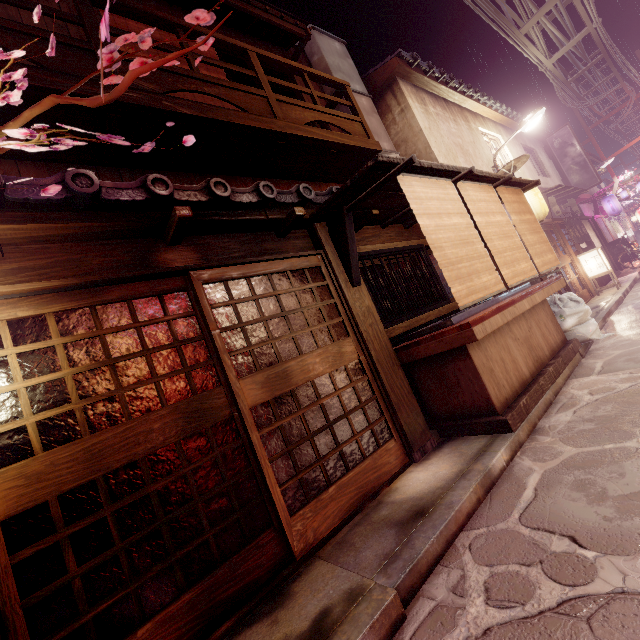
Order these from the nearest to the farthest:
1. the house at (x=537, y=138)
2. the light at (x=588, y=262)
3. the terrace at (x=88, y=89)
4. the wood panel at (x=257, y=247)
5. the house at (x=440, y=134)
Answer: the wood panel at (x=257, y=247) → the terrace at (x=88, y=89) → the house at (x=440, y=134) → the light at (x=588, y=262) → the house at (x=537, y=138)

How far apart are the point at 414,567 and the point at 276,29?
16.5 meters

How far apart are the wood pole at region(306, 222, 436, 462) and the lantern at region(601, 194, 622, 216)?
35.02m

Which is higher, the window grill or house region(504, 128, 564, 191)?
house region(504, 128, 564, 191)

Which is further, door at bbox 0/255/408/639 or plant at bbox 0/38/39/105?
door at bbox 0/255/408/639

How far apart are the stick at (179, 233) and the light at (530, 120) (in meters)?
Result: 18.44

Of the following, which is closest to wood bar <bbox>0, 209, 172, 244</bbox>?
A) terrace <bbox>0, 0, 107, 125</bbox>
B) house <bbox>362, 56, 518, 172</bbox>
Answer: house <bbox>362, 56, 518, 172</bbox>

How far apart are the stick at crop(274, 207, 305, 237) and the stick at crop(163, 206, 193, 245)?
2.1 meters
